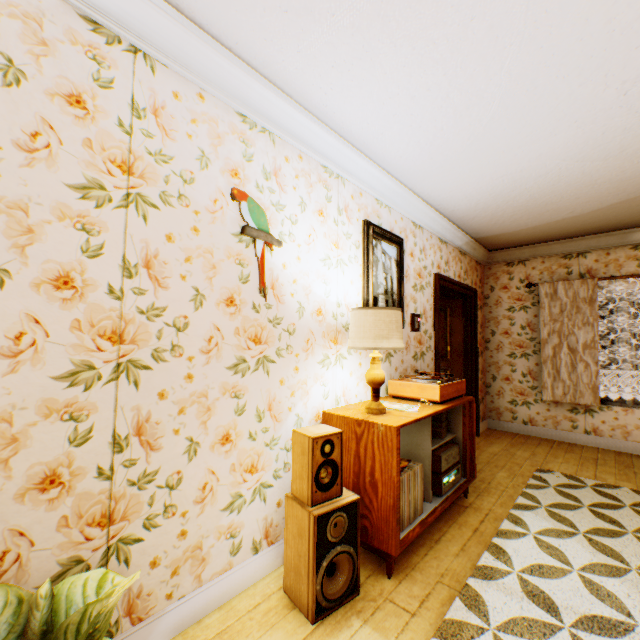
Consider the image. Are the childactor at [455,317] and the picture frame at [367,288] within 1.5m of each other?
no

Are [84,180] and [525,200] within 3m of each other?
no

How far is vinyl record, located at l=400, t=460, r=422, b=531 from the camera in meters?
2.2 m

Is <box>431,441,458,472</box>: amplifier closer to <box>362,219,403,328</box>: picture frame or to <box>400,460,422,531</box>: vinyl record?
<box>400,460,422,531</box>: vinyl record

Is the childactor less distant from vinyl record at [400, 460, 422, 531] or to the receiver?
the receiver

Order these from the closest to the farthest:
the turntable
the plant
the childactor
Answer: the plant < the turntable < the childactor

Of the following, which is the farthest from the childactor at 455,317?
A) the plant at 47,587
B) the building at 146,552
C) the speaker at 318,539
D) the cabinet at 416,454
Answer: the plant at 47,587

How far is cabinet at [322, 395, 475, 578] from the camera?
2.0m
